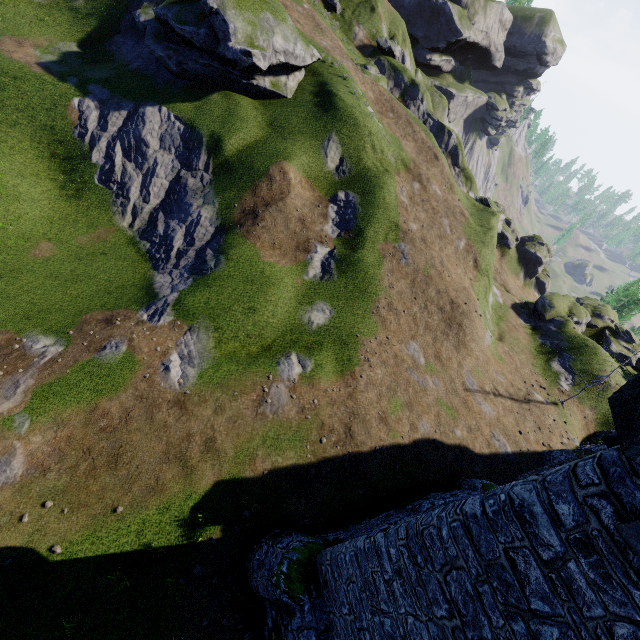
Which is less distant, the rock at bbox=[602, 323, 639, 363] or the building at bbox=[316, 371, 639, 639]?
the building at bbox=[316, 371, 639, 639]

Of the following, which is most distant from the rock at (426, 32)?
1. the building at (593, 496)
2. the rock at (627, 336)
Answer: the building at (593, 496)

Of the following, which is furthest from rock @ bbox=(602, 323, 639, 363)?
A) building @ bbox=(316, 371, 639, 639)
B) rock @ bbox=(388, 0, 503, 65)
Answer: rock @ bbox=(388, 0, 503, 65)

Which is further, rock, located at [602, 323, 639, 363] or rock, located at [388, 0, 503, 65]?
rock, located at [388, 0, 503, 65]

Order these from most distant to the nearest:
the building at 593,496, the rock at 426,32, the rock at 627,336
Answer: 1. the rock at 426,32
2. the rock at 627,336
3. the building at 593,496

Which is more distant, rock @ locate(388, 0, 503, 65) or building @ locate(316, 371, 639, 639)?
rock @ locate(388, 0, 503, 65)

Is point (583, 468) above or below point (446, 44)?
below
